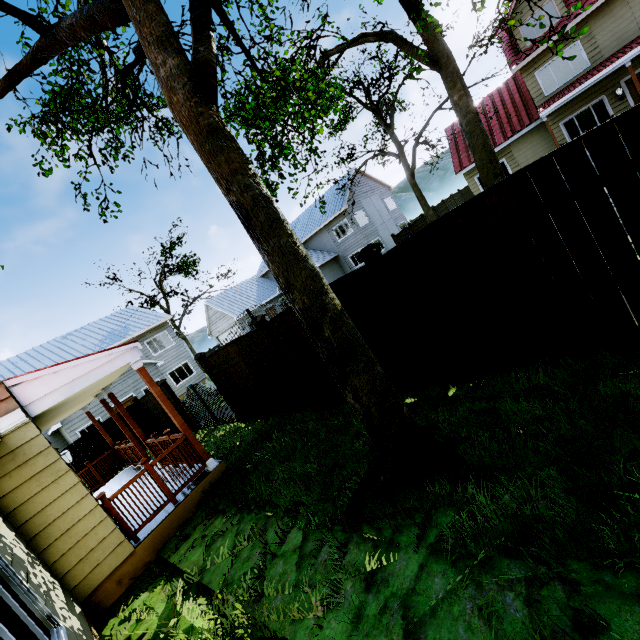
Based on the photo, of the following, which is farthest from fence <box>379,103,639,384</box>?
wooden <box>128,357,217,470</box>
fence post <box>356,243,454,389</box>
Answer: wooden <box>128,357,217,470</box>

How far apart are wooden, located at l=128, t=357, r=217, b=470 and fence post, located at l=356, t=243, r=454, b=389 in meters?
4.8

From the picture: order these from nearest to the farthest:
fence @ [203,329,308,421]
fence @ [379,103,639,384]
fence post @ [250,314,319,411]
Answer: fence @ [379,103,639,384]
fence post @ [250,314,319,411]
fence @ [203,329,308,421]

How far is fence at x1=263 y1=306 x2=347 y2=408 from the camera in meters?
6.5

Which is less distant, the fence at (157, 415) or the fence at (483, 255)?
the fence at (483, 255)

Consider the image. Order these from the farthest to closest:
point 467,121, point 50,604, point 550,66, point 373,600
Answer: point 550,66, point 467,121, point 50,604, point 373,600

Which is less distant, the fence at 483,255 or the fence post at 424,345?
the fence at 483,255
